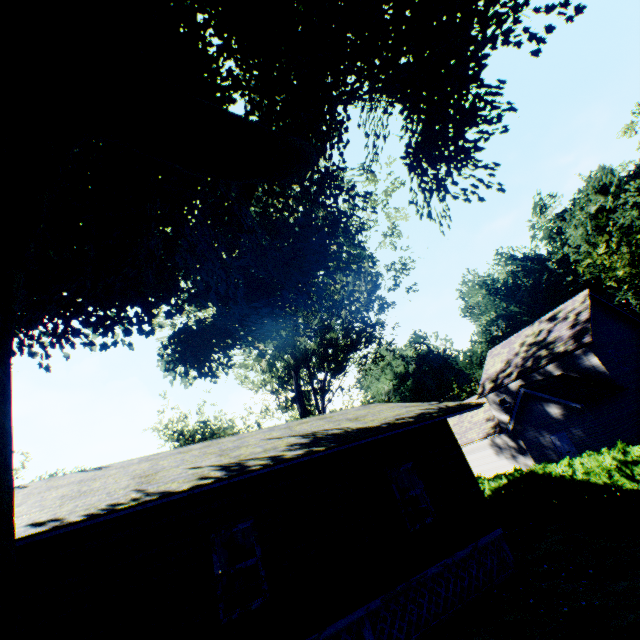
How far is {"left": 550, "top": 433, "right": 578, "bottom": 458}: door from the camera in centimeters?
2028cm

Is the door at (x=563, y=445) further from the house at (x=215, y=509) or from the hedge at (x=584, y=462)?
the house at (x=215, y=509)

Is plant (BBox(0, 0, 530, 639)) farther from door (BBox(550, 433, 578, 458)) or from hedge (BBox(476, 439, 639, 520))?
door (BBox(550, 433, 578, 458))

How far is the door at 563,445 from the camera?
20.3m

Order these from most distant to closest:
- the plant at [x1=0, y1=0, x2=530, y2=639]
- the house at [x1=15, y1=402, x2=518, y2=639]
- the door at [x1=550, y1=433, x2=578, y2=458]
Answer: the door at [x1=550, y1=433, x2=578, y2=458], the house at [x1=15, y1=402, x2=518, y2=639], the plant at [x1=0, y1=0, x2=530, y2=639]

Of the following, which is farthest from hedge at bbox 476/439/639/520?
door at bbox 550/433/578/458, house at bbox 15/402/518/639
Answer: door at bbox 550/433/578/458

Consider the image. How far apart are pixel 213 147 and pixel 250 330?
7.86m

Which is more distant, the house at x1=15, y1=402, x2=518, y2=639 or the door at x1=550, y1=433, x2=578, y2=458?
the door at x1=550, y1=433, x2=578, y2=458
